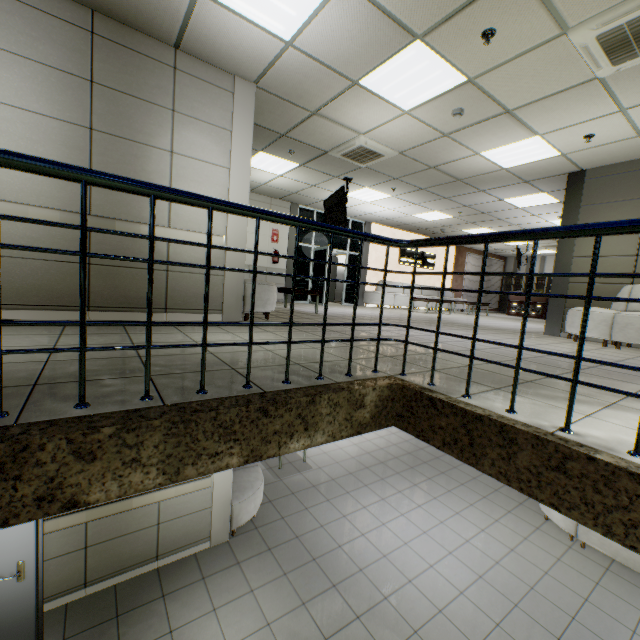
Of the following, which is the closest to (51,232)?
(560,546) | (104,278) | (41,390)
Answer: (104,278)

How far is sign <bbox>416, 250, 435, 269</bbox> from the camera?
14.36m

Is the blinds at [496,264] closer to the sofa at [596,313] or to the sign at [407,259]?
the sign at [407,259]

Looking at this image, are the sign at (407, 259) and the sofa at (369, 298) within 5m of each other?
yes

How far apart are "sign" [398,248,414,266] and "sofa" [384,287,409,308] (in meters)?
0.76

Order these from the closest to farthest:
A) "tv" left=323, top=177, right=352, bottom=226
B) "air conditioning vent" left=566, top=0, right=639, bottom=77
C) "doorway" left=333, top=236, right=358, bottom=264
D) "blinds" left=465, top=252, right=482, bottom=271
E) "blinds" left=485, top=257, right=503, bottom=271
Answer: "air conditioning vent" left=566, top=0, right=639, bottom=77
"tv" left=323, top=177, right=352, bottom=226
"doorway" left=333, top=236, right=358, bottom=264
"blinds" left=465, top=252, right=482, bottom=271
"blinds" left=485, top=257, right=503, bottom=271

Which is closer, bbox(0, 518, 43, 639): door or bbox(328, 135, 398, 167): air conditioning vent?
bbox(0, 518, 43, 639): door

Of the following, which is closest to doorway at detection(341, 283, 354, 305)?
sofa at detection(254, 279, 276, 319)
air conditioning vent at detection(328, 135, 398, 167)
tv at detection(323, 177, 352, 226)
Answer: sofa at detection(254, 279, 276, 319)
